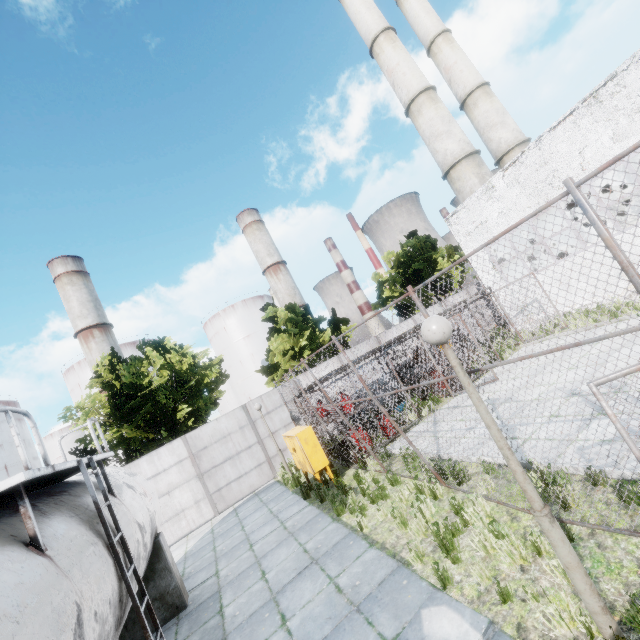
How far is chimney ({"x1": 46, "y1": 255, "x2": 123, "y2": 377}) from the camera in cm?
5412

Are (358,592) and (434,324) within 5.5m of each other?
yes

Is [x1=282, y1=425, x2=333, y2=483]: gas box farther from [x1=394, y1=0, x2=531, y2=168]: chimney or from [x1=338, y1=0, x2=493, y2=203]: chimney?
[x1=394, y1=0, x2=531, y2=168]: chimney

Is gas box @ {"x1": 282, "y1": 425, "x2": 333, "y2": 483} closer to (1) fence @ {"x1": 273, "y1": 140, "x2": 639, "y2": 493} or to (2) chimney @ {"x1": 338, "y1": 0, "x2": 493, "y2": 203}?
(1) fence @ {"x1": 273, "y1": 140, "x2": 639, "y2": 493}

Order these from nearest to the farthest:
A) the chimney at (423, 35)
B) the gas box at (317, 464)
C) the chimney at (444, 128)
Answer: the gas box at (317, 464) → the chimney at (444, 128) → the chimney at (423, 35)

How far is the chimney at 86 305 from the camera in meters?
54.1

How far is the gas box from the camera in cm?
1005

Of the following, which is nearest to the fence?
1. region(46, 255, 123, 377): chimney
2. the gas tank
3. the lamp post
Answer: the lamp post
